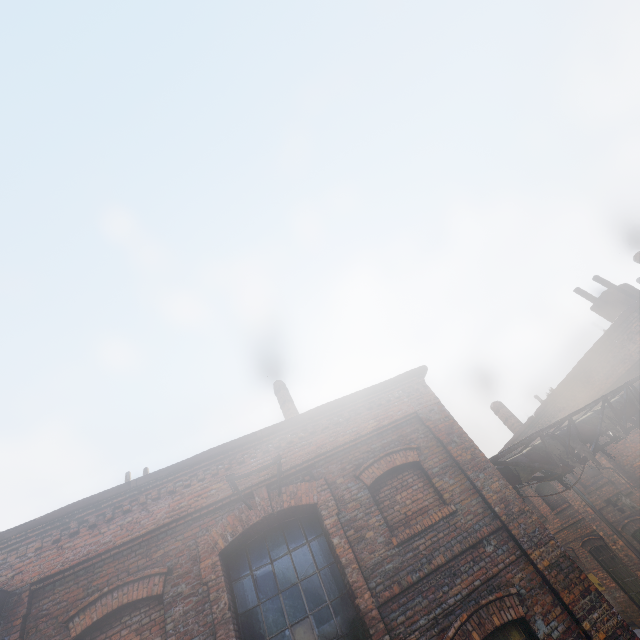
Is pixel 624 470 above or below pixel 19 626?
below

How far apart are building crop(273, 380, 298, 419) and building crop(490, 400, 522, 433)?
12.9m

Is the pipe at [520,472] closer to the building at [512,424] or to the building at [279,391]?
the building at [512,424]

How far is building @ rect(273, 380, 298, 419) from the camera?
10.9m

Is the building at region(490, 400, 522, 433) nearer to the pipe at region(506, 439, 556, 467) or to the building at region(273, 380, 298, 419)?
the pipe at region(506, 439, 556, 467)

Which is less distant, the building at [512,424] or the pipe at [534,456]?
the pipe at [534,456]

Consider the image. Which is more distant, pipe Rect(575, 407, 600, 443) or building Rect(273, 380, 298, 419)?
building Rect(273, 380, 298, 419)
